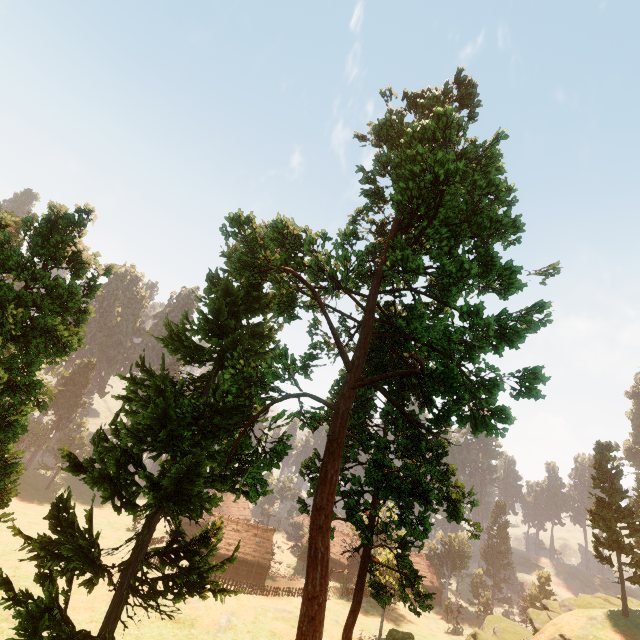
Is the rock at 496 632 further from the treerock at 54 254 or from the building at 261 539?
the building at 261 539

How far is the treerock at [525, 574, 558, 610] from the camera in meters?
58.0

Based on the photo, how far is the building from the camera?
55.0m

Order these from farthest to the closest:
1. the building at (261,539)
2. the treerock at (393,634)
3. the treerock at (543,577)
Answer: the treerock at (543,577) < the building at (261,539) < the treerock at (393,634)

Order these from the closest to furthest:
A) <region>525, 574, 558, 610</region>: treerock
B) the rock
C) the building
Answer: the rock → the building → <region>525, 574, 558, 610</region>: treerock

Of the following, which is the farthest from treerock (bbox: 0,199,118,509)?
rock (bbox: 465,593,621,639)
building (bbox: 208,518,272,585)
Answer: rock (bbox: 465,593,621,639)

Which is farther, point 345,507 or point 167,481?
point 345,507
